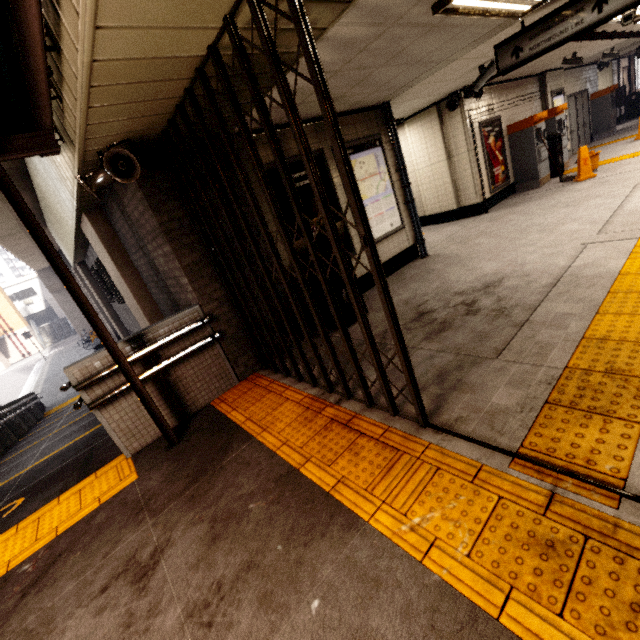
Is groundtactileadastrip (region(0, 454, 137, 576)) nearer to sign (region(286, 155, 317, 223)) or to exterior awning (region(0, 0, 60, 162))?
exterior awning (region(0, 0, 60, 162))

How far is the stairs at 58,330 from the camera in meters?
37.7 m

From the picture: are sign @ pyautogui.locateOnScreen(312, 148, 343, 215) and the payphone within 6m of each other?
no

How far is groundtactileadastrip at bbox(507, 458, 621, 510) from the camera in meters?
1.6

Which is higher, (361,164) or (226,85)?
(226,85)

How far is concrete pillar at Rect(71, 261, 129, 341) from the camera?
13.2m

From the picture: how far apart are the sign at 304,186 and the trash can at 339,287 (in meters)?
0.08

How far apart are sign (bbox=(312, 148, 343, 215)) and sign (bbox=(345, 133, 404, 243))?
0.2 meters
